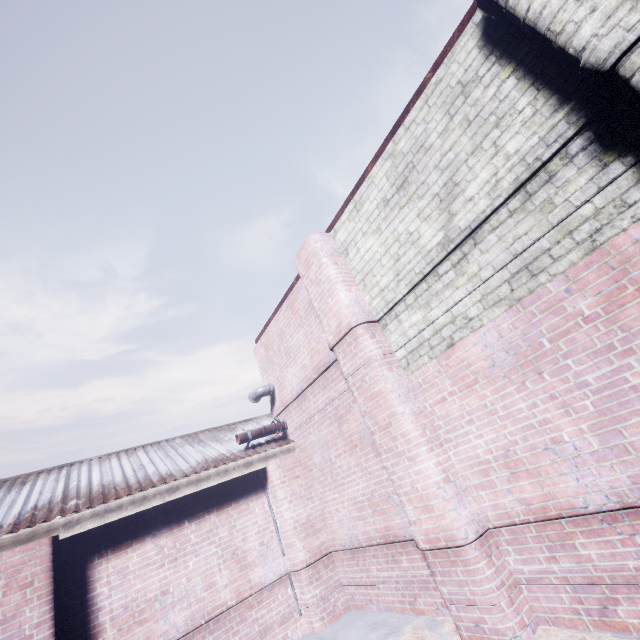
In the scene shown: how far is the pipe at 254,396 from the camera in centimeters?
575cm

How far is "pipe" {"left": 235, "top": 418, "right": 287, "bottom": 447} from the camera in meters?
5.1 m

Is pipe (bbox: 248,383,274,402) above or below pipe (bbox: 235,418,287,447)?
above

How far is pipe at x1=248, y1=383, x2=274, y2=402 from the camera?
5.8 meters

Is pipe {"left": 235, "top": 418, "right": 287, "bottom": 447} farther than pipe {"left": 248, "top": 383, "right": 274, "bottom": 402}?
No

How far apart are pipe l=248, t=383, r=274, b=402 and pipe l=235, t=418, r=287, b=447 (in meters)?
0.54

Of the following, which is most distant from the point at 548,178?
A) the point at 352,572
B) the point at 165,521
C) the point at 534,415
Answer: the point at 165,521

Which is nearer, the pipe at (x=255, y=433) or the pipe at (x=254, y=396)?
the pipe at (x=255, y=433)
